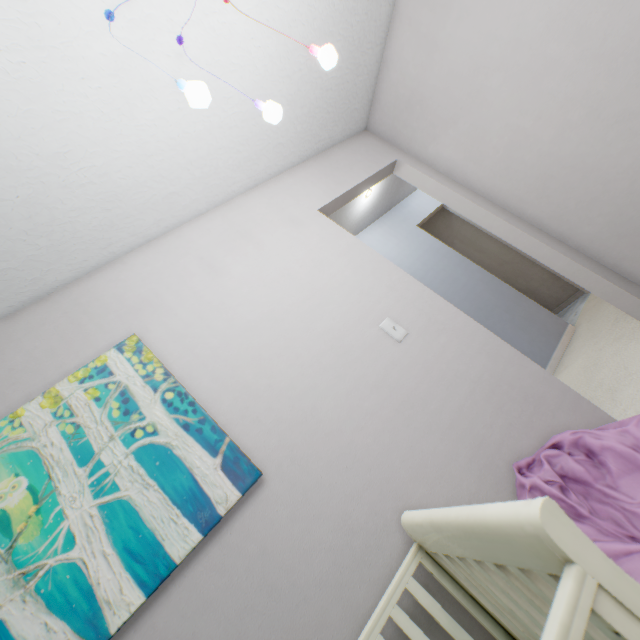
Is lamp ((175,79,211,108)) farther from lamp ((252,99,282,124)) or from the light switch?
the light switch

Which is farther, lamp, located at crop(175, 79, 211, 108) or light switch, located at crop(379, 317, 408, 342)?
light switch, located at crop(379, 317, 408, 342)

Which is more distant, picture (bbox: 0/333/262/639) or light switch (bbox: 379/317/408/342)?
light switch (bbox: 379/317/408/342)

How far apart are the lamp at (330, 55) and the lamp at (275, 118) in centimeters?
25cm

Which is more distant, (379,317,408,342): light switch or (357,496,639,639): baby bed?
(379,317,408,342): light switch

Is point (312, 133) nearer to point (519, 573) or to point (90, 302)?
point (90, 302)

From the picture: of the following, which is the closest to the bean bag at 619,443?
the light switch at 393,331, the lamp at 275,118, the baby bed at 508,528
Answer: the baby bed at 508,528

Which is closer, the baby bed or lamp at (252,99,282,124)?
the baby bed
